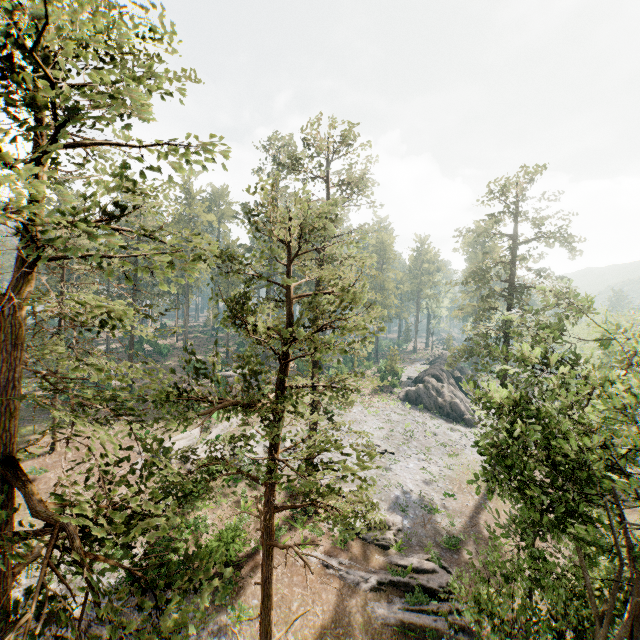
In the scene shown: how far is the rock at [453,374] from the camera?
44.50m

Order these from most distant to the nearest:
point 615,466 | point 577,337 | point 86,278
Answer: point 86,278 → point 577,337 → point 615,466

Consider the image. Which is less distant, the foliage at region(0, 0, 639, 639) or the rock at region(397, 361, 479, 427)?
the foliage at region(0, 0, 639, 639)

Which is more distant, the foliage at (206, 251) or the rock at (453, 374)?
the rock at (453, 374)

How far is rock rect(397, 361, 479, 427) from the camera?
44.5m
